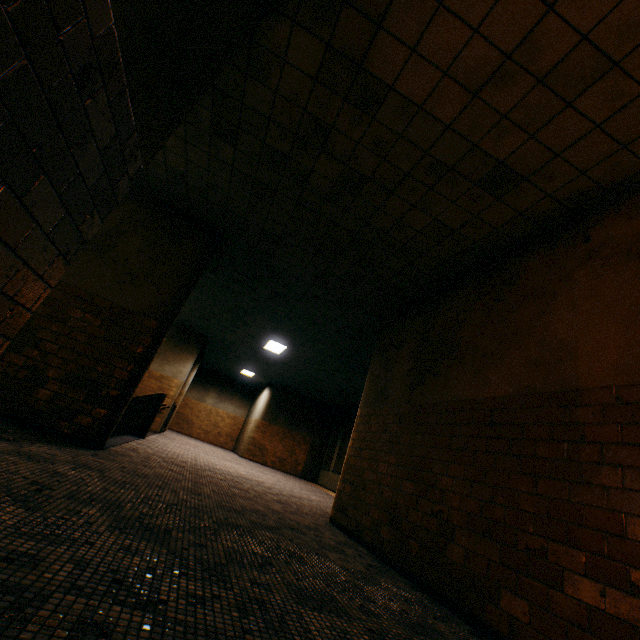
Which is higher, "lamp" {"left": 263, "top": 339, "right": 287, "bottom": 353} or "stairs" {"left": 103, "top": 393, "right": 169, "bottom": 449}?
"lamp" {"left": 263, "top": 339, "right": 287, "bottom": 353}

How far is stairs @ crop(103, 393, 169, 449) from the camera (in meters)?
6.72

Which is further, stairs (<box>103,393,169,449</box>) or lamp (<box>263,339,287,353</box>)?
lamp (<box>263,339,287,353</box>)

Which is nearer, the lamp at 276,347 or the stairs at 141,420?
the stairs at 141,420

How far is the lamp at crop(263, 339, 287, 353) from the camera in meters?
10.9 m

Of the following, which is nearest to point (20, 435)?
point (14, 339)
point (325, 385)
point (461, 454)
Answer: point (14, 339)

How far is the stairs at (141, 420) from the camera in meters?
6.7 m
